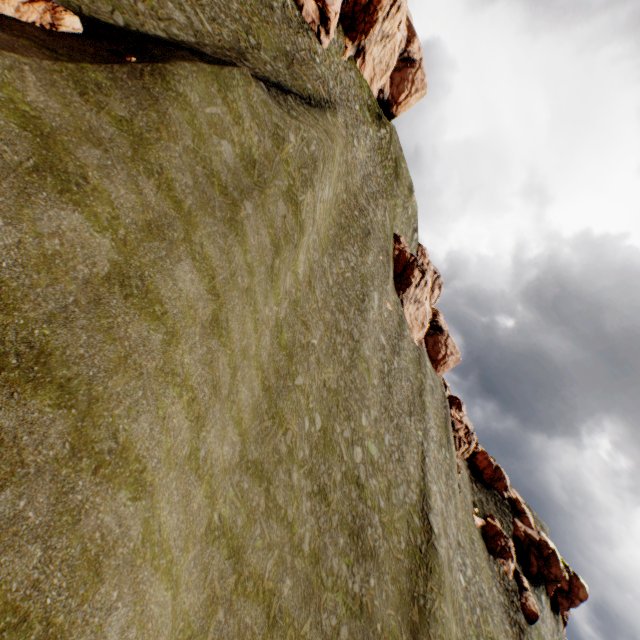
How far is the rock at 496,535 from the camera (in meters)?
47.53

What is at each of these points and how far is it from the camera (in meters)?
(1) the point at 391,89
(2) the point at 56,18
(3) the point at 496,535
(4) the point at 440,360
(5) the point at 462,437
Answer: (1) rock, 56.22
(2) rock, 11.45
(3) rock, 50.28
(4) rock, 54.12
(5) rock, 52.06

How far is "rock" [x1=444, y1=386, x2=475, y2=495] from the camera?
50.53m

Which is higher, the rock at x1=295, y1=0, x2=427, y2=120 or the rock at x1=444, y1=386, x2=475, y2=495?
Result: the rock at x1=295, y1=0, x2=427, y2=120

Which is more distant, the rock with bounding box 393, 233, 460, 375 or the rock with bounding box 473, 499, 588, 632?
the rock with bounding box 393, 233, 460, 375
